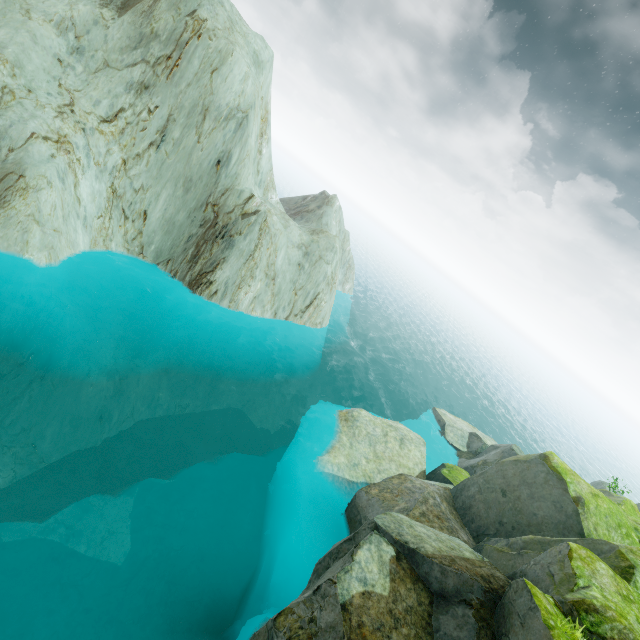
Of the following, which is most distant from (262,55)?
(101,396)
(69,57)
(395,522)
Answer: (395,522)
